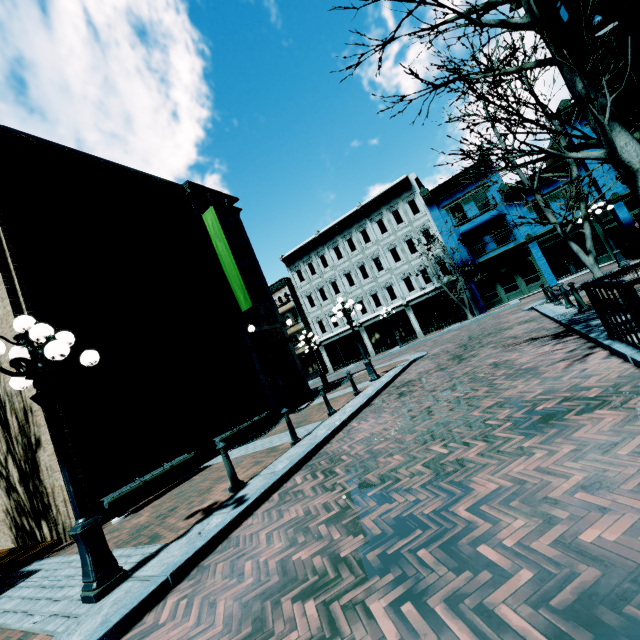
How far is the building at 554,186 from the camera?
23.05m

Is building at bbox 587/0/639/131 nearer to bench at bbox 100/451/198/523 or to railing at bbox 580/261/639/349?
railing at bbox 580/261/639/349

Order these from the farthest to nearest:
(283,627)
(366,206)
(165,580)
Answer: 1. (366,206)
2. (165,580)
3. (283,627)

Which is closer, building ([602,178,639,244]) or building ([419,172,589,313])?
building ([602,178,639,244])

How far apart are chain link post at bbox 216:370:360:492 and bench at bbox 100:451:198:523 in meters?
3.5

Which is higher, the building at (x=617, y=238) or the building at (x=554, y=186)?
the building at (x=554, y=186)

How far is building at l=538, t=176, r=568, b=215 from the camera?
23.0m
